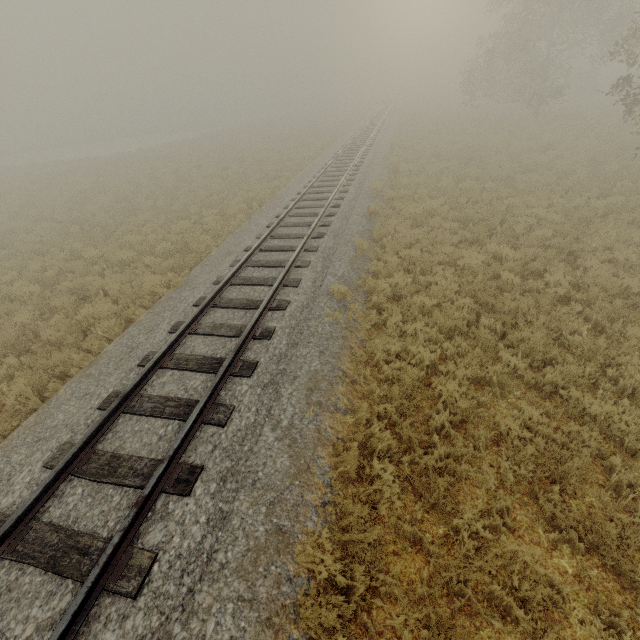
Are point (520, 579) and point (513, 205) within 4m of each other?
no
